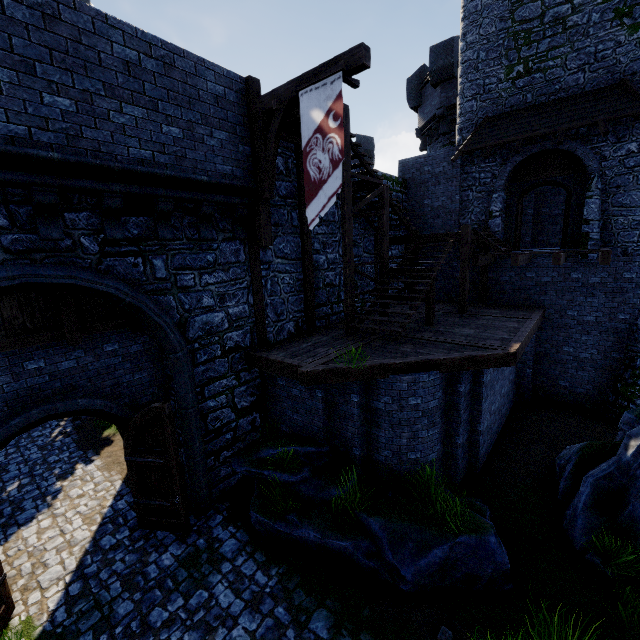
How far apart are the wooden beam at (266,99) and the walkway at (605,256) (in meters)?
7.94

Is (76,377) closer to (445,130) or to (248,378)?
(248,378)

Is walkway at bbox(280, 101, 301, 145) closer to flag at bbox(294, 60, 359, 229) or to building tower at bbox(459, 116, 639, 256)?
flag at bbox(294, 60, 359, 229)

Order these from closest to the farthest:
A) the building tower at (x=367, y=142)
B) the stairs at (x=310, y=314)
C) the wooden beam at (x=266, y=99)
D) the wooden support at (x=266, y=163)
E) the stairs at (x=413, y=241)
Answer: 1. the wooden beam at (x=266, y=99)
2. the wooden support at (x=266, y=163)
3. the stairs at (x=413, y=241)
4. the stairs at (x=310, y=314)
5. the building tower at (x=367, y=142)

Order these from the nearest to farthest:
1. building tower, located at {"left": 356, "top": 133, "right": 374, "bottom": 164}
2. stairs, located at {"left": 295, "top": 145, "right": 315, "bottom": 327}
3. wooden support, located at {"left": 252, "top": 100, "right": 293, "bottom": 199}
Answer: wooden support, located at {"left": 252, "top": 100, "right": 293, "bottom": 199}
stairs, located at {"left": 295, "top": 145, "right": 315, "bottom": 327}
building tower, located at {"left": 356, "top": 133, "right": 374, "bottom": 164}

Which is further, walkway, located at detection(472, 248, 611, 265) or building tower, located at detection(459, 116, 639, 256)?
building tower, located at detection(459, 116, 639, 256)

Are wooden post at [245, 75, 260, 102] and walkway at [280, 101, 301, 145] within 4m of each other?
yes

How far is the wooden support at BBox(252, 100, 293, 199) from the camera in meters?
7.4 m
